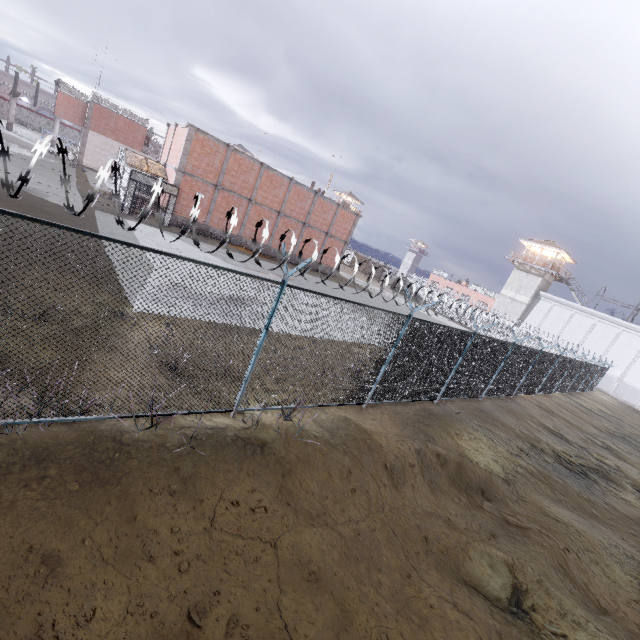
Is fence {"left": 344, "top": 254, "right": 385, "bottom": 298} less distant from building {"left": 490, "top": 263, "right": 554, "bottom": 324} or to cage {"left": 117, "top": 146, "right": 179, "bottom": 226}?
cage {"left": 117, "top": 146, "right": 179, "bottom": 226}

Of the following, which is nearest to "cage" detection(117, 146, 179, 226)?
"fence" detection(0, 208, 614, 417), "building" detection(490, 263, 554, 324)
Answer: "fence" detection(0, 208, 614, 417)

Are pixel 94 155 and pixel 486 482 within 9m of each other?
no

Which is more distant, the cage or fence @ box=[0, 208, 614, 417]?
the cage

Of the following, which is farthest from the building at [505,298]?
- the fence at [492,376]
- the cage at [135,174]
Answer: the cage at [135,174]

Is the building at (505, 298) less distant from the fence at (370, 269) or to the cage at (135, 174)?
the fence at (370, 269)
